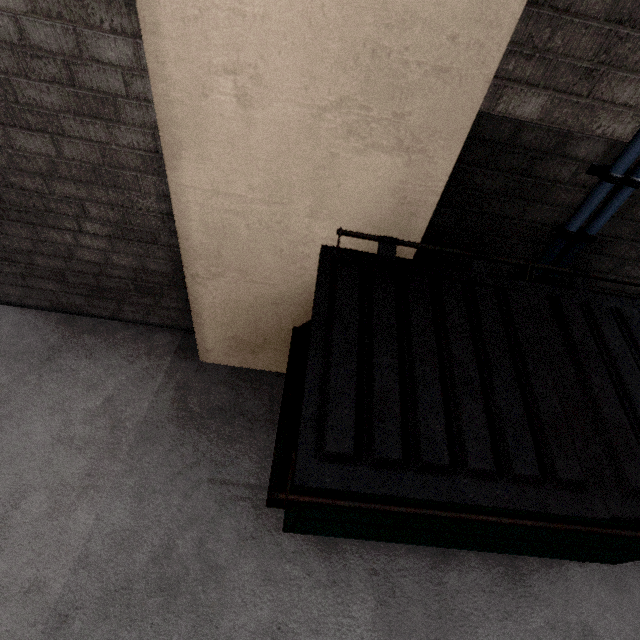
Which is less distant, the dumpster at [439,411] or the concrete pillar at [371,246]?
the dumpster at [439,411]

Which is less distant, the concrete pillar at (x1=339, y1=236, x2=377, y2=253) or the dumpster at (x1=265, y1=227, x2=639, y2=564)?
the dumpster at (x1=265, y1=227, x2=639, y2=564)

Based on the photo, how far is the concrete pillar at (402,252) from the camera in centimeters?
180cm

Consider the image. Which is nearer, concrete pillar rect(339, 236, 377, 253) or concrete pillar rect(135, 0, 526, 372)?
concrete pillar rect(135, 0, 526, 372)

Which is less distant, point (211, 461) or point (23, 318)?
point (211, 461)

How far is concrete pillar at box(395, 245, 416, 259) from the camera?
1.8 meters
